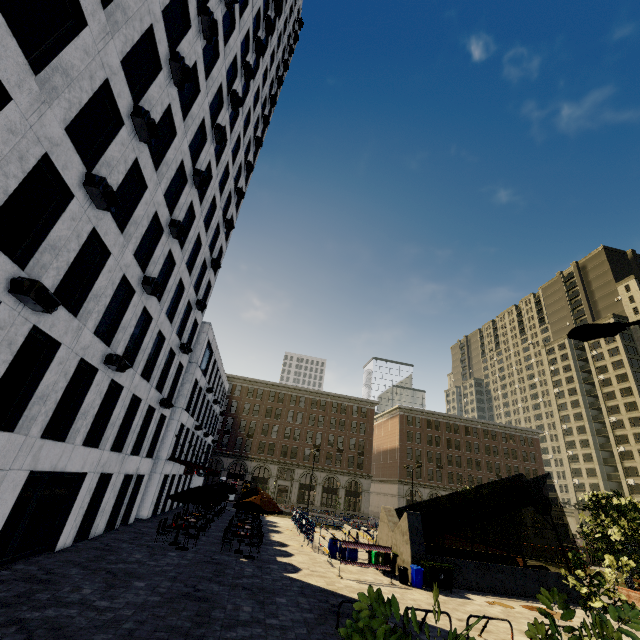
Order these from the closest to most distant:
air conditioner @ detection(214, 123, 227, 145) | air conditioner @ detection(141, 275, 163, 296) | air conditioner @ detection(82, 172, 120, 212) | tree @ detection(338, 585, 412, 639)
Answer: tree @ detection(338, 585, 412, 639), air conditioner @ detection(82, 172, 120, 212), air conditioner @ detection(141, 275, 163, 296), air conditioner @ detection(214, 123, 227, 145)

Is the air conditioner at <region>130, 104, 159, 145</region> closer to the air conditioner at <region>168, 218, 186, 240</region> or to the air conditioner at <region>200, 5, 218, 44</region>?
the air conditioner at <region>168, 218, 186, 240</region>

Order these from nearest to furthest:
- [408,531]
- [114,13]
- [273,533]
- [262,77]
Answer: [114,13] → [408,531] → [273,533] → [262,77]

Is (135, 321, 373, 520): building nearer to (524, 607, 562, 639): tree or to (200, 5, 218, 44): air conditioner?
(524, 607, 562, 639): tree

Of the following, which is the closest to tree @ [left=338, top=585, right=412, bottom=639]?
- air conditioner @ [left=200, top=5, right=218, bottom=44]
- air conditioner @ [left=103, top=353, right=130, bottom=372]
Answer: air conditioner @ [left=103, top=353, right=130, bottom=372]

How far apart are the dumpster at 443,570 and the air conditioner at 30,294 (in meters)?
19.46

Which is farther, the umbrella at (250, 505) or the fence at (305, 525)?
the fence at (305, 525)

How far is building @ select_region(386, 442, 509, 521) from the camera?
56.22m
